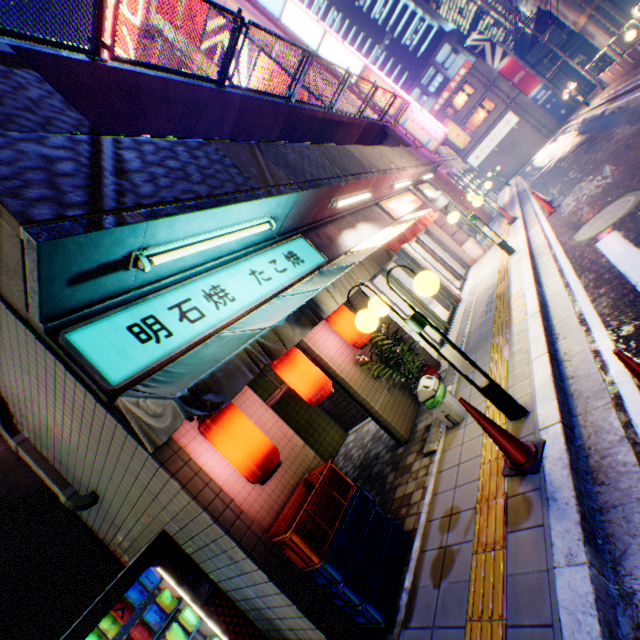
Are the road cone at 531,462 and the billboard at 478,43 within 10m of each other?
no

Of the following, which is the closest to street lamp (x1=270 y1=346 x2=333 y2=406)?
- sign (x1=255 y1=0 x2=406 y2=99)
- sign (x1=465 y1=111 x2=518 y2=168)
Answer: sign (x1=255 y1=0 x2=406 y2=99)

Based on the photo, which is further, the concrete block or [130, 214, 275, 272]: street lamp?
the concrete block

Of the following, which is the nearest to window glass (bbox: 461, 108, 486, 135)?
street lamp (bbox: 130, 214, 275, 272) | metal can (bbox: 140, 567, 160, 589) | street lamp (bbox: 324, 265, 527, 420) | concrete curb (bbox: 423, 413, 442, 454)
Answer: concrete curb (bbox: 423, 413, 442, 454)

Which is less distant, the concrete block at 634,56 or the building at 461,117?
the concrete block at 634,56

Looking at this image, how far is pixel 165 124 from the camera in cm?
613

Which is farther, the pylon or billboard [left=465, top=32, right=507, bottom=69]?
billboard [left=465, top=32, right=507, bottom=69]

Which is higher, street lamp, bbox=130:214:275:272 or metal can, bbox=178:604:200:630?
street lamp, bbox=130:214:275:272
